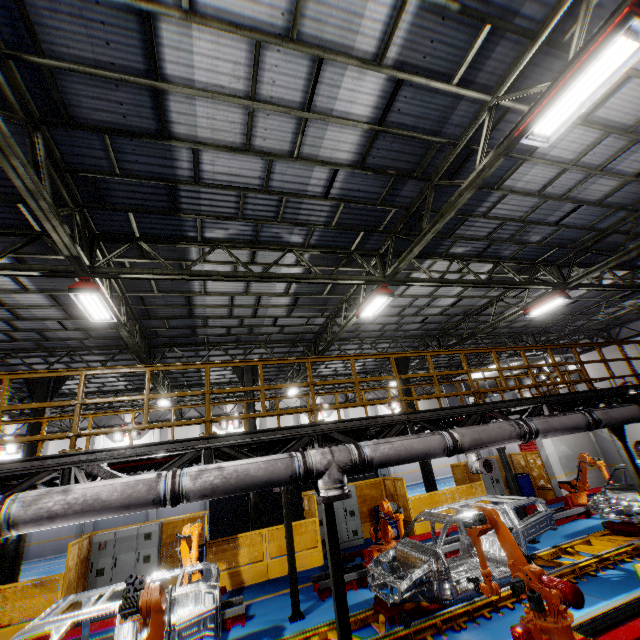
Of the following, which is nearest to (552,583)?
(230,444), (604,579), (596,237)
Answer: (604,579)

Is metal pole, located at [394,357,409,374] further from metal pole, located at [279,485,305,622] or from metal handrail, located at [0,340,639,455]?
metal pole, located at [279,485,305,622]

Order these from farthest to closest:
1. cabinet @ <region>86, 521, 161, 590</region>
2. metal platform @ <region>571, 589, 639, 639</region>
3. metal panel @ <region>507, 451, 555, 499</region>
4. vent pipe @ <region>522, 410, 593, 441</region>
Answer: metal panel @ <region>507, 451, 555, 499</region>, cabinet @ <region>86, 521, 161, 590</region>, vent pipe @ <region>522, 410, 593, 441</region>, metal platform @ <region>571, 589, 639, 639</region>

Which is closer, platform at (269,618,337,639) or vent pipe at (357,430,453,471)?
vent pipe at (357,430,453,471)

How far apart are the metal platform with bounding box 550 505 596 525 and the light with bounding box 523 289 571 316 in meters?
7.5 m

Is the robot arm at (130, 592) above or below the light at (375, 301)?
below

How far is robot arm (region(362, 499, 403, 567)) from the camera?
9.2m

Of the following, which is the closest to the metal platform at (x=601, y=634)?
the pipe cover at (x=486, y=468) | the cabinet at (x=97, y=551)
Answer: the pipe cover at (x=486, y=468)
